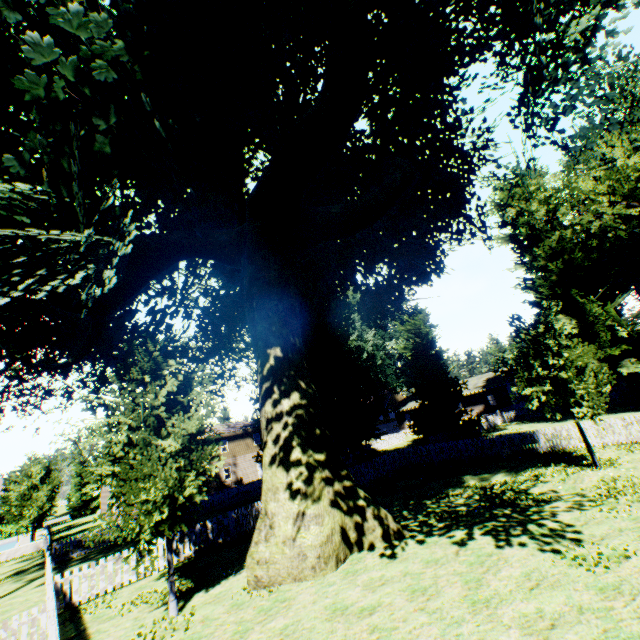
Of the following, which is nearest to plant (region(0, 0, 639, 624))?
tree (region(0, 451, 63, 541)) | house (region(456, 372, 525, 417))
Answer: tree (region(0, 451, 63, 541))

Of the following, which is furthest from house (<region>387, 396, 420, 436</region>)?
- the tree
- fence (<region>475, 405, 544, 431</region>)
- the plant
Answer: the tree

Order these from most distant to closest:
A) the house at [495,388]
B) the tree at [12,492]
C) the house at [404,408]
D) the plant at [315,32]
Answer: the house at [404,408]
the house at [495,388]
the tree at [12,492]
the plant at [315,32]

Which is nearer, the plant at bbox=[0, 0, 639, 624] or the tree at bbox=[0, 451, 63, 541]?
the plant at bbox=[0, 0, 639, 624]

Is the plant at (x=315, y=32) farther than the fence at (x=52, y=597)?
Yes

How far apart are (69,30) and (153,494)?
13.5 meters

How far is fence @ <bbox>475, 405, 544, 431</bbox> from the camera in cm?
3619
